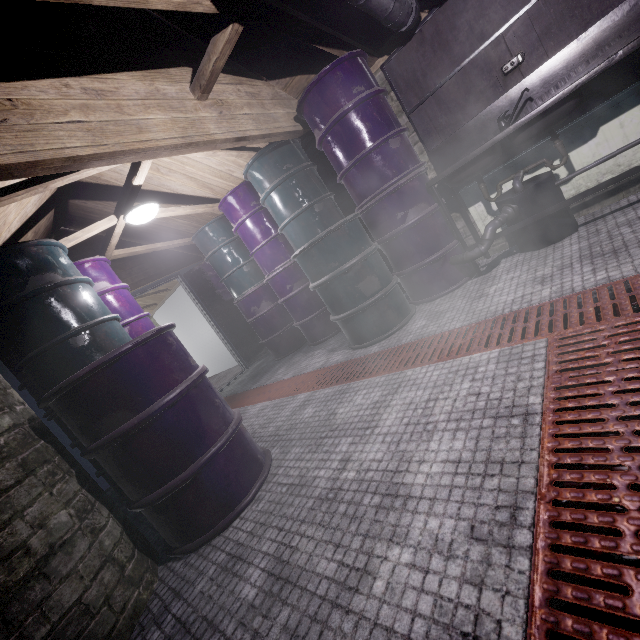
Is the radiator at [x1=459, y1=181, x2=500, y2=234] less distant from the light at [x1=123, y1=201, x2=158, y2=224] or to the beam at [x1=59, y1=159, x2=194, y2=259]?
the beam at [x1=59, y1=159, x2=194, y2=259]

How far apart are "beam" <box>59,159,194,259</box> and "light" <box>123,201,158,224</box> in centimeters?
17cm

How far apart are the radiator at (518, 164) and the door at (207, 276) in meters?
3.5

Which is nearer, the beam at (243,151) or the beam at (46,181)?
the beam at (46,181)

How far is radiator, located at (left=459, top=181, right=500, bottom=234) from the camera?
2.9 meters

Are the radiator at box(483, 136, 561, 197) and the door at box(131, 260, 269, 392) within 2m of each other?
no

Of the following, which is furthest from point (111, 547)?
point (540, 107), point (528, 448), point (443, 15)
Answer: point (443, 15)

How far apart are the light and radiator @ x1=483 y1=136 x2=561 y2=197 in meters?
2.8 m
